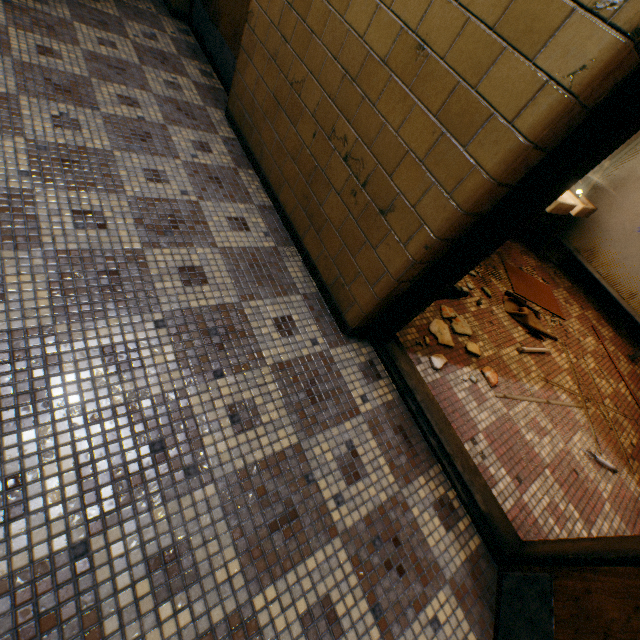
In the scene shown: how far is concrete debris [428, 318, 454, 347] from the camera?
2.4 meters

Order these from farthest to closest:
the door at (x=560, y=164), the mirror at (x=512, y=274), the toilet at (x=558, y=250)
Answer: the toilet at (x=558, y=250)
the mirror at (x=512, y=274)
the door at (x=560, y=164)

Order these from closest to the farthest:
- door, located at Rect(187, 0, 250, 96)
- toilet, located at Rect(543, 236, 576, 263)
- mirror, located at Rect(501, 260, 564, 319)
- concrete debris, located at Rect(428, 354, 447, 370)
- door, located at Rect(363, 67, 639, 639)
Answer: door, located at Rect(363, 67, 639, 639), concrete debris, located at Rect(428, 354, 447, 370), door, located at Rect(187, 0, 250, 96), mirror, located at Rect(501, 260, 564, 319), toilet, located at Rect(543, 236, 576, 263)

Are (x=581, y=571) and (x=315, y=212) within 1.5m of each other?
no

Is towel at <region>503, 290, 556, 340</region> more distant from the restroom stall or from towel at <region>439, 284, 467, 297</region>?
the restroom stall

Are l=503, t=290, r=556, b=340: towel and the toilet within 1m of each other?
no

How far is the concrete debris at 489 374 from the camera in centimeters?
236cm

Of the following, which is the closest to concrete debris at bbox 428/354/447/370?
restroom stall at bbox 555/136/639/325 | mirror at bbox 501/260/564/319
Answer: mirror at bbox 501/260/564/319
